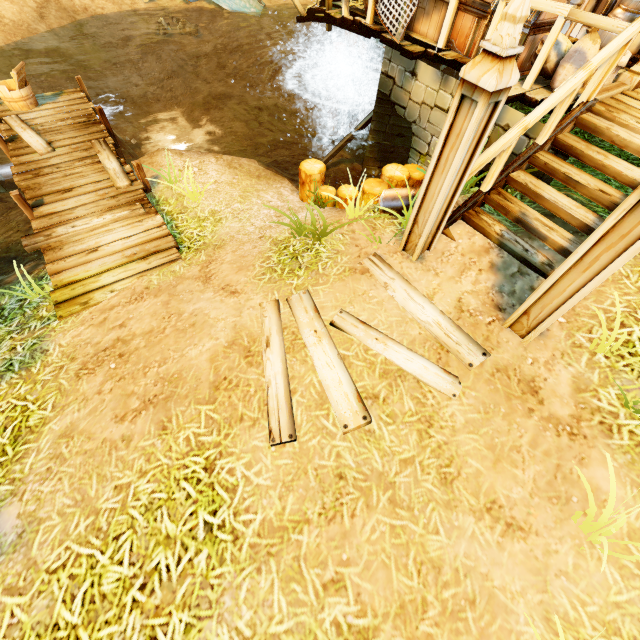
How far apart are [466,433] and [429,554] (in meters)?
1.04

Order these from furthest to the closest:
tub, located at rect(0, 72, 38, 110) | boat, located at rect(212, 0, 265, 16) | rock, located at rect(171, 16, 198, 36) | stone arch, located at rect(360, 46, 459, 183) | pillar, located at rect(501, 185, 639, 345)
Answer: boat, located at rect(212, 0, 265, 16)
rock, located at rect(171, 16, 198, 36)
tub, located at rect(0, 72, 38, 110)
stone arch, located at rect(360, 46, 459, 183)
pillar, located at rect(501, 185, 639, 345)

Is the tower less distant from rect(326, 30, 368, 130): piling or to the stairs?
the stairs

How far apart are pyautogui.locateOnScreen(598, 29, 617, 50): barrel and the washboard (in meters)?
11.18

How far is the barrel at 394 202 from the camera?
Answer: 4.8 meters

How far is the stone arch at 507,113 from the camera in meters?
4.8

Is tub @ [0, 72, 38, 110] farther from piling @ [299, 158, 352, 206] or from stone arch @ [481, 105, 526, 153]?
stone arch @ [481, 105, 526, 153]

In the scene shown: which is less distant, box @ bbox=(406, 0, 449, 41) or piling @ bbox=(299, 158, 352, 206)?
box @ bbox=(406, 0, 449, 41)
